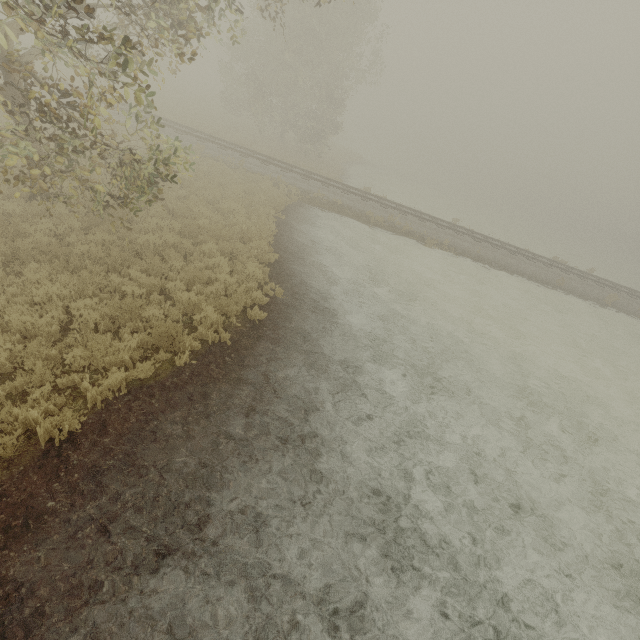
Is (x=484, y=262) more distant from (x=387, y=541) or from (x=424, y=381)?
(x=387, y=541)
